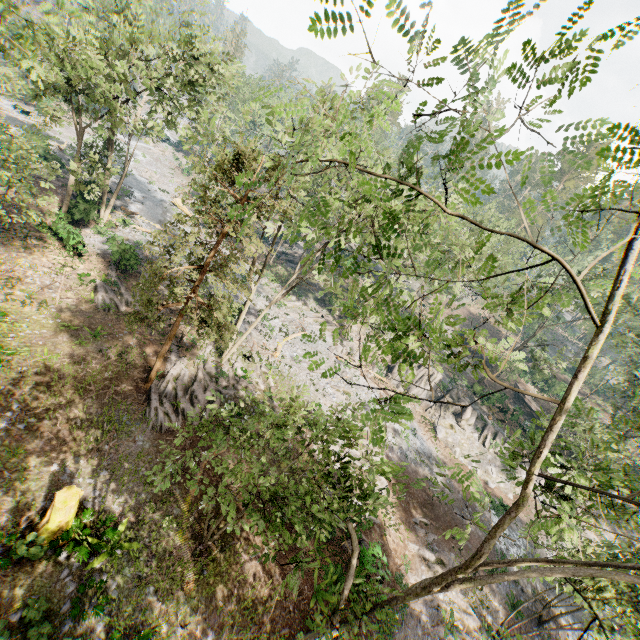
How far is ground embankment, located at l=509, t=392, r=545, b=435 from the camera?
36.9 meters

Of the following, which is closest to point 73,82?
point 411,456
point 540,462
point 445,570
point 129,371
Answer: point 129,371

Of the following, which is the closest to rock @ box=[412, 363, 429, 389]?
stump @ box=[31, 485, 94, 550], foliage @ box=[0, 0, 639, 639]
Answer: foliage @ box=[0, 0, 639, 639]

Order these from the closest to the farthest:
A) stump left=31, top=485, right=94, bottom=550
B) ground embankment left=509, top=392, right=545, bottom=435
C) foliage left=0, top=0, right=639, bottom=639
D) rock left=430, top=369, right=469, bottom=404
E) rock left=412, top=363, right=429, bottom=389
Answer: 1. foliage left=0, top=0, right=639, bottom=639
2. stump left=31, top=485, right=94, bottom=550
3. rock left=430, top=369, right=469, bottom=404
4. rock left=412, top=363, right=429, bottom=389
5. ground embankment left=509, top=392, right=545, bottom=435

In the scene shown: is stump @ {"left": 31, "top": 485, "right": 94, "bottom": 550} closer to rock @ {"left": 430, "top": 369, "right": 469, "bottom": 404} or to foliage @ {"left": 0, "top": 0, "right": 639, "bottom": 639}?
foliage @ {"left": 0, "top": 0, "right": 639, "bottom": 639}

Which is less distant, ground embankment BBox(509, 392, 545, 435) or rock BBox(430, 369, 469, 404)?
rock BBox(430, 369, 469, 404)

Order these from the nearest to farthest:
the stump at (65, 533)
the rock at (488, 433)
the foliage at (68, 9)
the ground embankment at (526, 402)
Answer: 1. the foliage at (68, 9)
2. the stump at (65, 533)
3. the rock at (488, 433)
4. the ground embankment at (526, 402)

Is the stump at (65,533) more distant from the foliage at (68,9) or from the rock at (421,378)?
the rock at (421,378)
